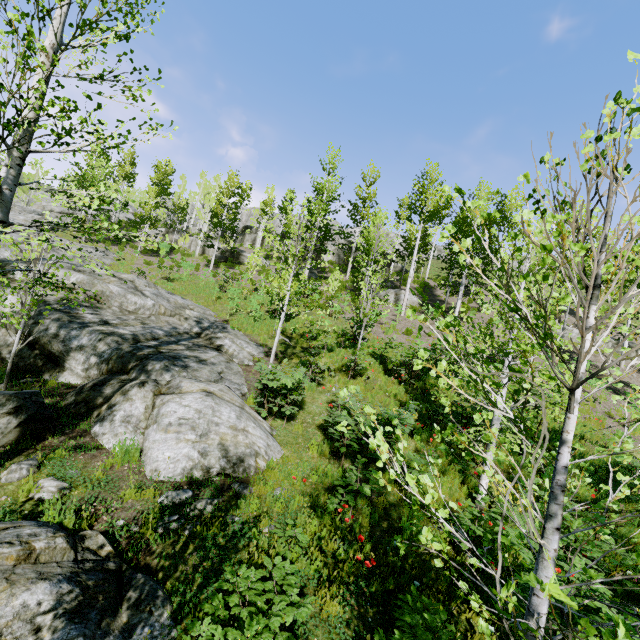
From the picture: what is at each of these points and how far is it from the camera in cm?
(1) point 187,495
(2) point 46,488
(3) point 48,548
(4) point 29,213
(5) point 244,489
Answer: (1) rock, 561
(2) rock, 515
(3) rock, 368
(4) rock, 3225
(5) rock, 606

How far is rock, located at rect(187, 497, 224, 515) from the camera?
5.4 meters

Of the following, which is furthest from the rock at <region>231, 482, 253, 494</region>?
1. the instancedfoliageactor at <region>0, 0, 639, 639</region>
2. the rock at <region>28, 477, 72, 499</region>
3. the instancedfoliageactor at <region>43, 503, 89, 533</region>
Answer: the instancedfoliageactor at <region>43, 503, 89, 533</region>

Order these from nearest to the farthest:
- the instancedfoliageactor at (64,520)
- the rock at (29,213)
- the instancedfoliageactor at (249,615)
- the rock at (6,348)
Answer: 1. the instancedfoliageactor at (249,615)
2. the instancedfoliageactor at (64,520)
3. the rock at (6,348)
4. the rock at (29,213)

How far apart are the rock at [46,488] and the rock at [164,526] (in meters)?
1.64

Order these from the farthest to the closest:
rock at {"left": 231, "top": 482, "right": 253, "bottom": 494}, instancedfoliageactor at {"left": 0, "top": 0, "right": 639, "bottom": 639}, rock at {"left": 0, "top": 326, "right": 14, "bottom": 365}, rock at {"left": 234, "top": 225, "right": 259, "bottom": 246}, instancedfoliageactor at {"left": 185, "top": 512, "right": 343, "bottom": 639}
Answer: rock at {"left": 234, "top": 225, "right": 259, "bottom": 246} < rock at {"left": 0, "top": 326, "right": 14, "bottom": 365} < rock at {"left": 231, "top": 482, "right": 253, "bottom": 494} < instancedfoliageactor at {"left": 185, "top": 512, "right": 343, "bottom": 639} < instancedfoliageactor at {"left": 0, "top": 0, "right": 639, "bottom": 639}

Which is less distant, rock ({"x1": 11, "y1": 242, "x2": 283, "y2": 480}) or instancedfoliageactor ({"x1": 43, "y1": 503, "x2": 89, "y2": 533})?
instancedfoliageactor ({"x1": 43, "y1": 503, "x2": 89, "y2": 533})
